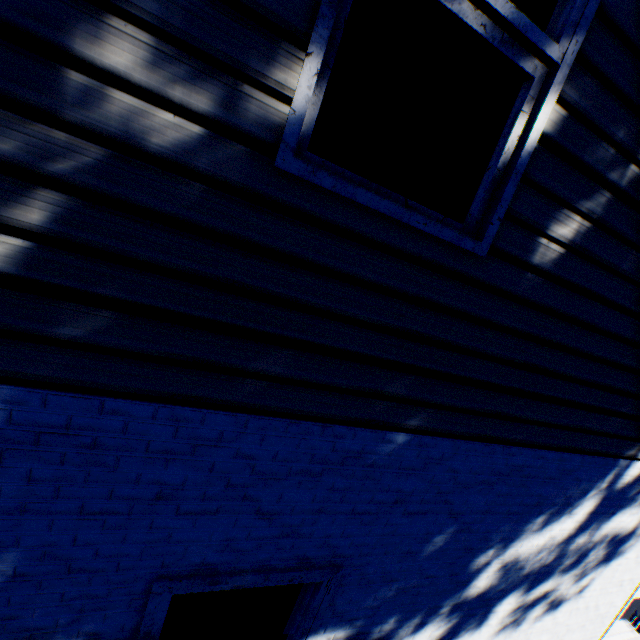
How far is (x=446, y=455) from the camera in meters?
1.9
